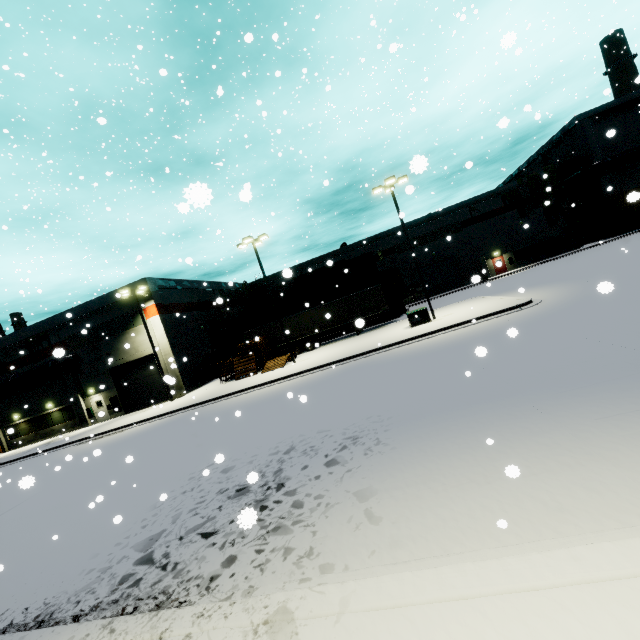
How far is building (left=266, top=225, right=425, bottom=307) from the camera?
44.91m

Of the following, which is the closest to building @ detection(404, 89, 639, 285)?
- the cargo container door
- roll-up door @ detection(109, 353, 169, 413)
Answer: roll-up door @ detection(109, 353, 169, 413)

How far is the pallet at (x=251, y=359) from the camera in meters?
25.2 m

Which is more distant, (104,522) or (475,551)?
(104,522)

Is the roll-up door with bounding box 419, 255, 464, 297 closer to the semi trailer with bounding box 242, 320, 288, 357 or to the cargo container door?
the cargo container door

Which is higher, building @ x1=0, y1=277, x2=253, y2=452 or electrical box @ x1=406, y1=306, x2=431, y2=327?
building @ x1=0, y1=277, x2=253, y2=452

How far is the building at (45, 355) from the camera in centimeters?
3094cm

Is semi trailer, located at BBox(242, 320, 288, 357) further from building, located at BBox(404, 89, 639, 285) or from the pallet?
the pallet
